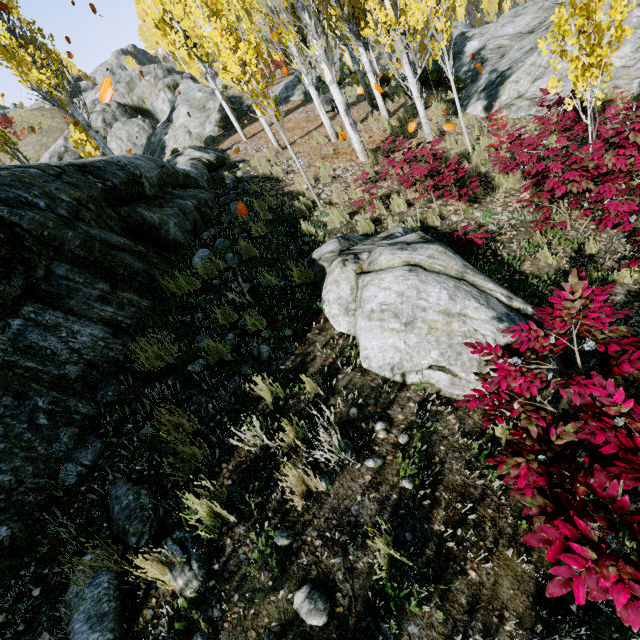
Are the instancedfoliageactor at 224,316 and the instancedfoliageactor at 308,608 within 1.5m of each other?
Answer: no

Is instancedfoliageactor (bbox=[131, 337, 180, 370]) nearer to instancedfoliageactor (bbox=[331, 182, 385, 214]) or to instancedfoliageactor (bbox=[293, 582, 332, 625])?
instancedfoliageactor (bbox=[293, 582, 332, 625])

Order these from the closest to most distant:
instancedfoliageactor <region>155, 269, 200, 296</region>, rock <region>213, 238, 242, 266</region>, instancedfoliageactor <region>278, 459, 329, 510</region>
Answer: instancedfoliageactor <region>278, 459, 329, 510</region> → instancedfoliageactor <region>155, 269, 200, 296</region> → rock <region>213, 238, 242, 266</region>

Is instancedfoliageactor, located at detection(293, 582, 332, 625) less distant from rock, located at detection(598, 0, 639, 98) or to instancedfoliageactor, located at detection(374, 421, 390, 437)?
rock, located at detection(598, 0, 639, 98)

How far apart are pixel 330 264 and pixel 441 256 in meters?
1.6 m

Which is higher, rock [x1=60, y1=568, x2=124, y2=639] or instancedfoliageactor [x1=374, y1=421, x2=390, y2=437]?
rock [x1=60, y1=568, x2=124, y2=639]

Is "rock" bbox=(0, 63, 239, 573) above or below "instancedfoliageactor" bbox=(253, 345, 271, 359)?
above

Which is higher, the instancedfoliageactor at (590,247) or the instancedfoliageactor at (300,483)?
the instancedfoliageactor at (300,483)
